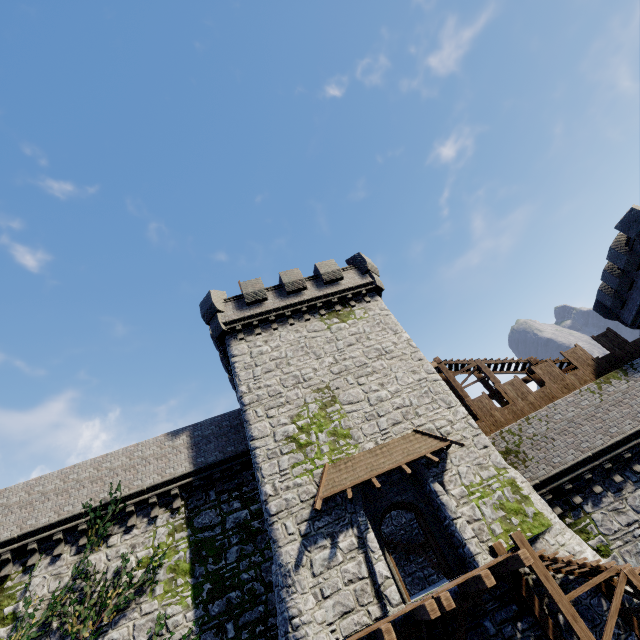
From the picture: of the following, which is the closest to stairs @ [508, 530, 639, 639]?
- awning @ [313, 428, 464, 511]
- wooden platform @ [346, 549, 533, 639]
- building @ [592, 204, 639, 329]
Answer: wooden platform @ [346, 549, 533, 639]

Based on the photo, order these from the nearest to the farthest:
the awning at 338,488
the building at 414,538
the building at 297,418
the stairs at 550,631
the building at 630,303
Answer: the stairs at 550,631, the building at 297,418, the awning at 338,488, the building at 414,538, the building at 630,303

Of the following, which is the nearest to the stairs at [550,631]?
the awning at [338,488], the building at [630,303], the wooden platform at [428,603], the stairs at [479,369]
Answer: the wooden platform at [428,603]

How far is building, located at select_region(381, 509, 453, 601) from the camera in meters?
15.1 m

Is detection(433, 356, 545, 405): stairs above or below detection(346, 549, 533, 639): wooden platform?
above

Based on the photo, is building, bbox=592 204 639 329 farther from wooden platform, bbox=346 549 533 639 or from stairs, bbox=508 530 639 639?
wooden platform, bbox=346 549 533 639

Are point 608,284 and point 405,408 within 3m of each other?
no

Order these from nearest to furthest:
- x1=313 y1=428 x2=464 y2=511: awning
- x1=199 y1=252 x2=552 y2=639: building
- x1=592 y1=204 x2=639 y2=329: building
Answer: x1=199 y1=252 x2=552 y2=639: building < x1=313 y1=428 x2=464 y2=511: awning < x1=592 y1=204 x2=639 y2=329: building
